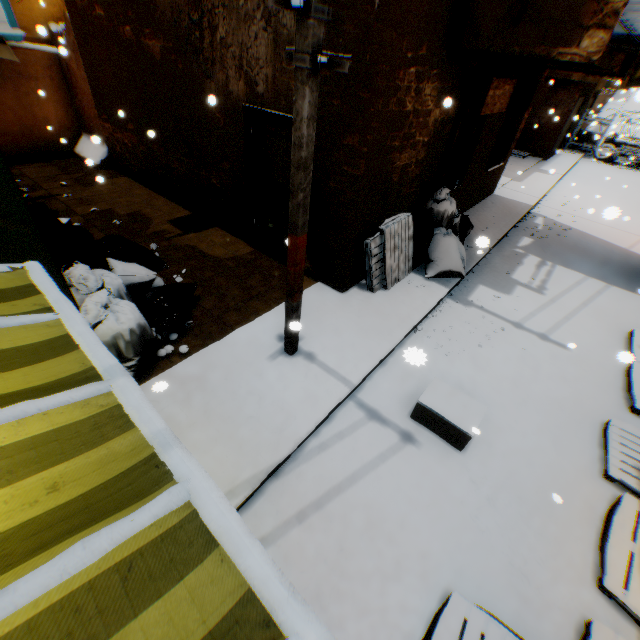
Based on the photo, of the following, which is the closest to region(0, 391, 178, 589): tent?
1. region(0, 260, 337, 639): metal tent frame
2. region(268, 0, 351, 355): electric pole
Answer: region(0, 260, 337, 639): metal tent frame

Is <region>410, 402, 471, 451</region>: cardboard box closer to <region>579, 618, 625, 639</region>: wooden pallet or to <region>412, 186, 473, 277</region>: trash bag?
<region>579, 618, 625, 639</region>: wooden pallet

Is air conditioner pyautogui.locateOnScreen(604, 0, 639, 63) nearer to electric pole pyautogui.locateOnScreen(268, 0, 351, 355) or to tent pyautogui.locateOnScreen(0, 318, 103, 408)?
tent pyautogui.locateOnScreen(0, 318, 103, 408)

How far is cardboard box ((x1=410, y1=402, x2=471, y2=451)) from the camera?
3.87m

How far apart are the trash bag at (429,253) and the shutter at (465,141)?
0.0m

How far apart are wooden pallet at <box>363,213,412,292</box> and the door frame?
1.1m

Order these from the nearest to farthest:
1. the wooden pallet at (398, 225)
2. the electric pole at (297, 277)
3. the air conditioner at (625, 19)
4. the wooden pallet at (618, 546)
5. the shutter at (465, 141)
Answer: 1. the electric pole at (297, 277)
2. the wooden pallet at (618, 546)
3. the air conditioner at (625, 19)
4. the wooden pallet at (398, 225)
5. the shutter at (465, 141)

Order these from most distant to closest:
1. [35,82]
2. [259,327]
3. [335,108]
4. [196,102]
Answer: [35,82] < [196,102] < [259,327] < [335,108]
